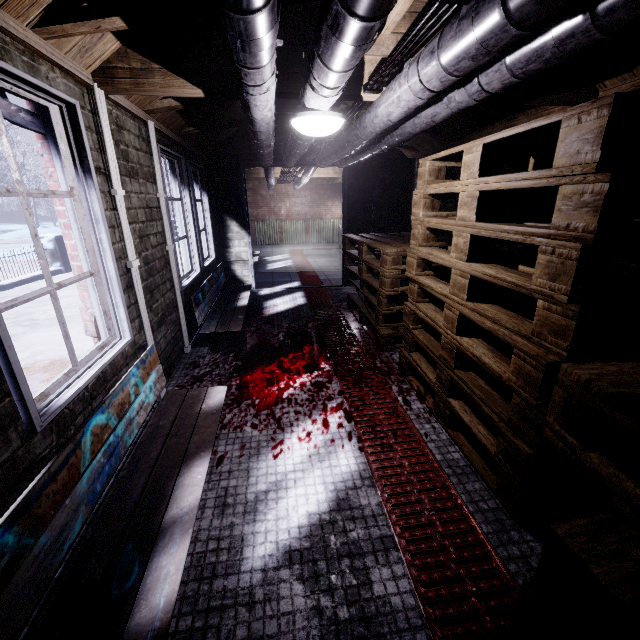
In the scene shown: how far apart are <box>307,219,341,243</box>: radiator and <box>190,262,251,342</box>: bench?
6.81m

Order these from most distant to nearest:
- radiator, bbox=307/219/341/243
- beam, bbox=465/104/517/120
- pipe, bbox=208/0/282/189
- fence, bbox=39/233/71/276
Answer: radiator, bbox=307/219/341/243 → fence, bbox=39/233/71/276 → beam, bbox=465/104/517/120 → pipe, bbox=208/0/282/189

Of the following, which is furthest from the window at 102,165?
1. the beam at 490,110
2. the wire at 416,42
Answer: the beam at 490,110

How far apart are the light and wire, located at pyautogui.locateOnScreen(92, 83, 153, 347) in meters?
1.0

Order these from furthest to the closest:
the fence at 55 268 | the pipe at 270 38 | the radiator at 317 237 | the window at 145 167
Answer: the radiator at 317 237 → the fence at 55 268 → the window at 145 167 → the pipe at 270 38

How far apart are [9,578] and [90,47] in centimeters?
218cm

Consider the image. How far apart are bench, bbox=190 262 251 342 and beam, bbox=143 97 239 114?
1.5 meters

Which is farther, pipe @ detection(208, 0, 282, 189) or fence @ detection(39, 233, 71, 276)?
fence @ detection(39, 233, 71, 276)
